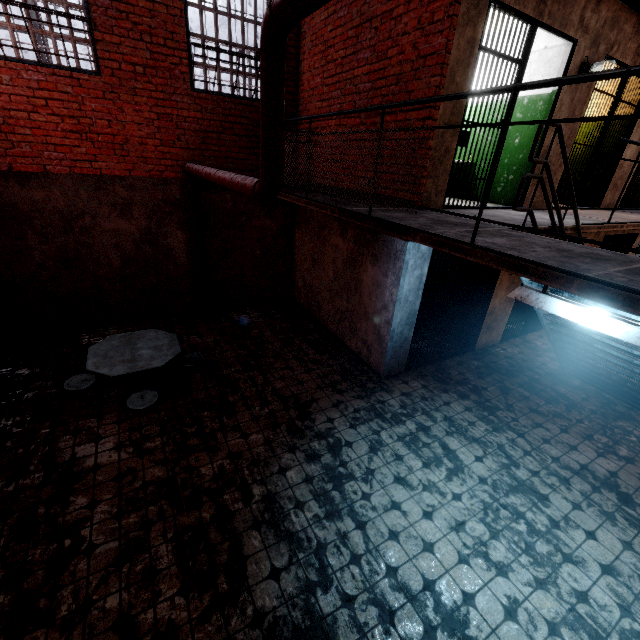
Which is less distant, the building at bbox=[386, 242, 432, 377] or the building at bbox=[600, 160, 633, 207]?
the building at bbox=[386, 242, 432, 377]

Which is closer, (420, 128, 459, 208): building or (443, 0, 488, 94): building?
(443, 0, 488, 94): building

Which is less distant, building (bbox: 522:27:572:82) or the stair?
the stair

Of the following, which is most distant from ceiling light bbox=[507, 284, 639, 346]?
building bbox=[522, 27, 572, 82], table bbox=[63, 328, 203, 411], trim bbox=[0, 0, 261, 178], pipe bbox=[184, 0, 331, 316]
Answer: trim bbox=[0, 0, 261, 178]

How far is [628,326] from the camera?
2.1 meters

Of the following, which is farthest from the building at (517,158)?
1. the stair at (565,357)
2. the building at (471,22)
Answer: the stair at (565,357)

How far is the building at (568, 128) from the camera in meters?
5.5 m

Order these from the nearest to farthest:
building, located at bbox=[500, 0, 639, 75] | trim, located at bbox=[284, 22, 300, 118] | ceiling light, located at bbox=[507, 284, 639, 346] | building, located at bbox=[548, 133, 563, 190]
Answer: ceiling light, located at bbox=[507, 284, 639, 346], building, located at bbox=[500, 0, 639, 75], building, located at bbox=[548, 133, 563, 190], trim, located at bbox=[284, 22, 300, 118]
